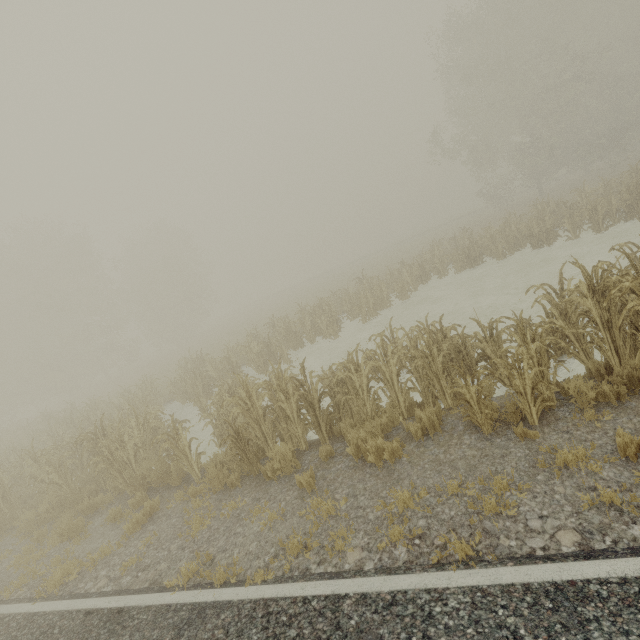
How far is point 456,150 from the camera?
29.27m

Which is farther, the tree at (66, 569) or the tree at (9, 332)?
the tree at (9, 332)

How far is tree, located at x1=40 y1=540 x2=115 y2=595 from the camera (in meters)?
5.83

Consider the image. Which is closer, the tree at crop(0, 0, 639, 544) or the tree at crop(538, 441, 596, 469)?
the tree at crop(538, 441, 596, 469)

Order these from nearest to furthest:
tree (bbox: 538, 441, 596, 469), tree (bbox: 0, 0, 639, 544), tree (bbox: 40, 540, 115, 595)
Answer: tree (bbox: 538, 441, 596, 469), tree (bbox: 40, 540, 115, 595), tree (bbox: 0, 0, 639, 544)

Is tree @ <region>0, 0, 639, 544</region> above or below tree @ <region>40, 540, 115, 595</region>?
above

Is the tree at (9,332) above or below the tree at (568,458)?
above
